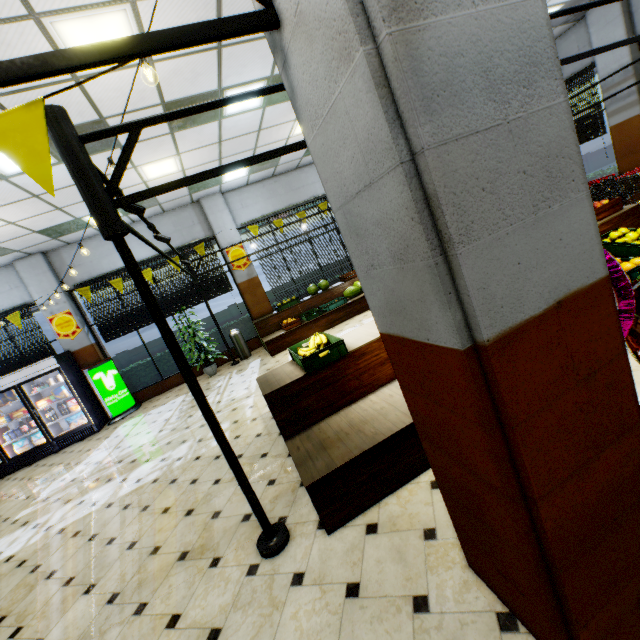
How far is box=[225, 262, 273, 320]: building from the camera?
10.22m

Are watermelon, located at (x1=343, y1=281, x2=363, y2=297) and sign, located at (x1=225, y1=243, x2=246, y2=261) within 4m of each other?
yes

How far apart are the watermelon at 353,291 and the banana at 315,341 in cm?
583

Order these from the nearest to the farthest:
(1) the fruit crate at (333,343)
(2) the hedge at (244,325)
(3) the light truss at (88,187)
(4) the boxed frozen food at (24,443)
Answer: (3) the light truss at (88,187) → (1) the fruit crate at (333,343) → (4) the boxed frozen food at (24,443) → (2) the hedge at (244,325)

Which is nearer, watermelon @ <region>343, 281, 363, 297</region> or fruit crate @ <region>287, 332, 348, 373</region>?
fruit crate @ <region>287, 332, 348, 373</region>

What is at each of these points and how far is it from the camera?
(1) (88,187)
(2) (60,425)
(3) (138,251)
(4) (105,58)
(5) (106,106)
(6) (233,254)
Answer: (1) light truss, 2.1m
(2) wall refrigerator, 8.8m
(3) building, 9.5m
(4) light truss, 1.1m
(5) building, 4.4m
(6) sign, 10.1m

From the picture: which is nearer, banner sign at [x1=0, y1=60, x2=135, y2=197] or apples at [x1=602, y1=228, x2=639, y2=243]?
banner sign at [x1=0, y1=60, x2=135, y2=197]

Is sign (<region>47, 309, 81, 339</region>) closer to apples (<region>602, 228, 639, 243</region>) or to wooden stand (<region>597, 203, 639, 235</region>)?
wooden stand (<region>597, 203, 639, 235</region>)
